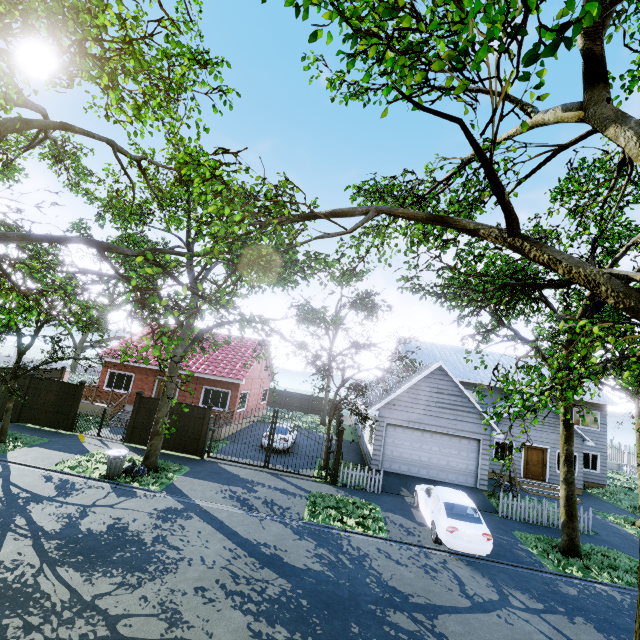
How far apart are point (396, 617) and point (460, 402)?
11.9m

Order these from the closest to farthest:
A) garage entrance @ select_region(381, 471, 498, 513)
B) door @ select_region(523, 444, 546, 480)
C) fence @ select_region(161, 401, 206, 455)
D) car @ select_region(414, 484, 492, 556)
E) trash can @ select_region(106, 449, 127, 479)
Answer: car @ select_region(414, 484, 492, 556)
trash can @ select_region(106, 449, 127, 479)
garage entrance @ select_region(381, 471, 498, 513)
fence @ select_region(161, 401, 206, 455)
door @ select_region(523, 444, 546, 480)

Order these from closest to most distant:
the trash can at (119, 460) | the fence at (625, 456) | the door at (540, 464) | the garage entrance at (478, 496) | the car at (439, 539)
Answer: the car at (439, 539)
the trash can at (119, 460)
the garage entrance at (478, 496)
the door at (540, 464)
the fence at (625, 456)

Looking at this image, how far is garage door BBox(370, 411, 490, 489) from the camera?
16.80m

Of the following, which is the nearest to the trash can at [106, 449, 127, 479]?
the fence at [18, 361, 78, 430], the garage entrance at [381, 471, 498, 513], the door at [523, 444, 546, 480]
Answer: the fence at [18, 361, 78, 430]

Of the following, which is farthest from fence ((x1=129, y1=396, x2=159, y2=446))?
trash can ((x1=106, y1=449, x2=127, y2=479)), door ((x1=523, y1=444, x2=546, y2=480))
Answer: door ((x1=523, y1=444, x2=546, y2=480))

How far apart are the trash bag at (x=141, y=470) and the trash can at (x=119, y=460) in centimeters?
14cm

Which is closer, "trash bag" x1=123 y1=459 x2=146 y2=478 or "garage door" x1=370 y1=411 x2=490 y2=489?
"trash bag" x1=123 y1=459 x2=146 y2=478
